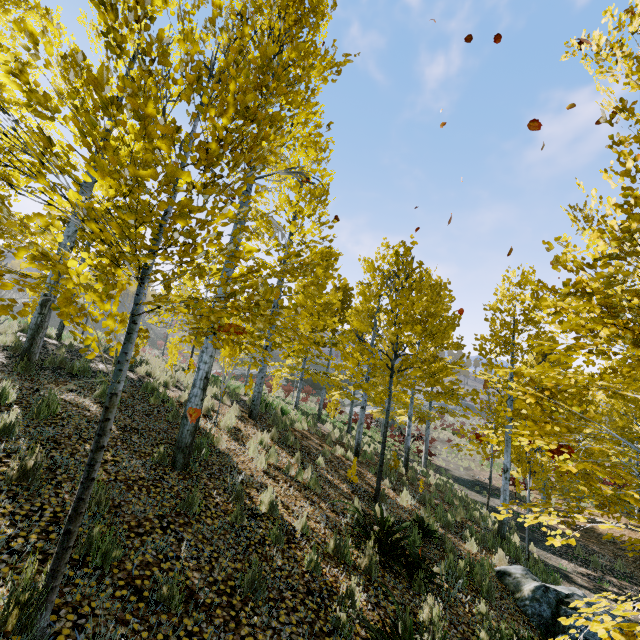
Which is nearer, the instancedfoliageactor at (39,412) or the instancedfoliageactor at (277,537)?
the instancedfoliageactor at (277,537)

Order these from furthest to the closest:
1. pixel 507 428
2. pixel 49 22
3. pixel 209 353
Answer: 1. pixel 507 428
2. pixel 209 353
3. pixel 49 22

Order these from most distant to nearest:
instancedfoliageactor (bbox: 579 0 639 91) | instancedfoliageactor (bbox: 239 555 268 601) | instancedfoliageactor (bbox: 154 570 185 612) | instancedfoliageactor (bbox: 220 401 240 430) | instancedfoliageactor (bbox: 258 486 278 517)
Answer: instancedfoliageactor (bbox: 220 401 240 430)
instancedfoliageactor (bbox: 258 486 278 517)
instancedfoliageactor (bbox: 579 0 639 91)
instancedfoliageactor (bbox: 239 555 268 601)
instancedfoliageactor (bbox: 154 570 185 612)

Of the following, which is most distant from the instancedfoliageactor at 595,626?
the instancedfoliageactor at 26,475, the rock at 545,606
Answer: the instancedfoliageactor at 26,475

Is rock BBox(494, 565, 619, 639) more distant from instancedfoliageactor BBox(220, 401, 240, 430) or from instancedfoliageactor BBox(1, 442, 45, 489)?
instancedfoliageactor BBox(1, 442, 45, 489)

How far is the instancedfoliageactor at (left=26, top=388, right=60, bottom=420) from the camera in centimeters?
493cm
